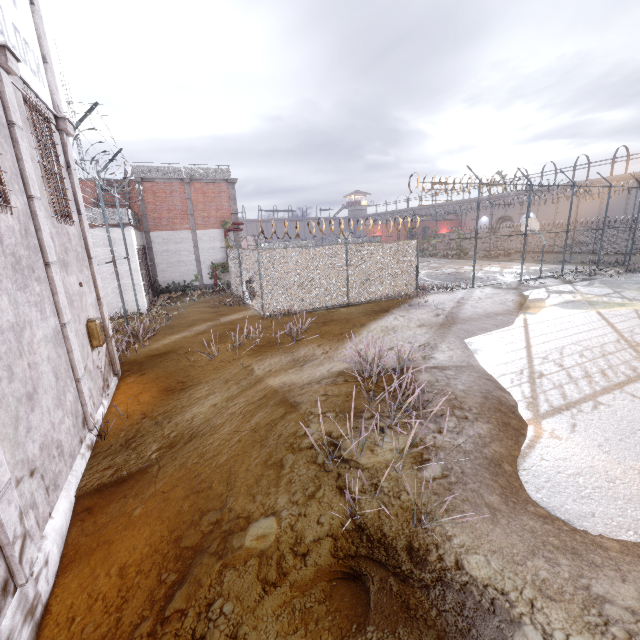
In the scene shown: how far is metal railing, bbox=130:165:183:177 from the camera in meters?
19.7 m

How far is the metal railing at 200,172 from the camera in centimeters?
2081cm

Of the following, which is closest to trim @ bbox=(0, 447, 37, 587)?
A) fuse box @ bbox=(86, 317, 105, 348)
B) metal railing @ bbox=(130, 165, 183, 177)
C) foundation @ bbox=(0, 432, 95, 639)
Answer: foundation @ bbox=(0, 432, 95, 639)

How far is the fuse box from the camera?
6.74m

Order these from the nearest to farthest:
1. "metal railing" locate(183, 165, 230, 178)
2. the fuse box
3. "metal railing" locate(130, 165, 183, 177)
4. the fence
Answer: the fuse box, the fence, "metal railing" locate(130, 165, 183, 177), "metal railing" locate(183, 165, 230, 178)

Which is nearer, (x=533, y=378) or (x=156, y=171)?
(x=533, y=378)

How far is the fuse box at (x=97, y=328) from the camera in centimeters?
674cm
